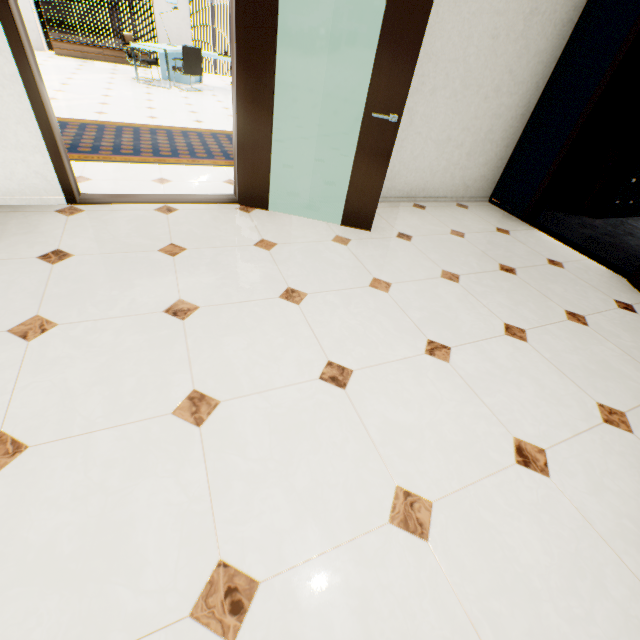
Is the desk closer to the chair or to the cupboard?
the chair

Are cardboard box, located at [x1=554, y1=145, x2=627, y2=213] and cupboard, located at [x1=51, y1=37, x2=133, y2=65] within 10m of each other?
no

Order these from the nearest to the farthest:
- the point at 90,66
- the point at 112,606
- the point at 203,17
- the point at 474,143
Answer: the point at 112,606 < the point at 474,143 < the point at 90,66 < the point at 203,17

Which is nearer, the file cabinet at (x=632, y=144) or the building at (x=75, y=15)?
the file cabinet at (x=632, y=144)

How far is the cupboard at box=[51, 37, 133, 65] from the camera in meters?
8.9 m

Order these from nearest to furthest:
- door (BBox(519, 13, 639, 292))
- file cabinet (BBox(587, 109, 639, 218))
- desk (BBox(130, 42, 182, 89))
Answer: door (BBox(519, 13, 639, 292)), file cabinet (BBox(587, 109, 639, 218)), desk (BBox(130, 42, 182, 89))

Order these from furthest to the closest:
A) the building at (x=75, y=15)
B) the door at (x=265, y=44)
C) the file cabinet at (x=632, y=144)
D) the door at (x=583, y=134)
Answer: the building at (x=75, y=15), the file cabinet at (x=632, y=144), the door at (x=583, y=134), the door at (x=265, y=44)

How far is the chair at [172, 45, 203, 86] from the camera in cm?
742
